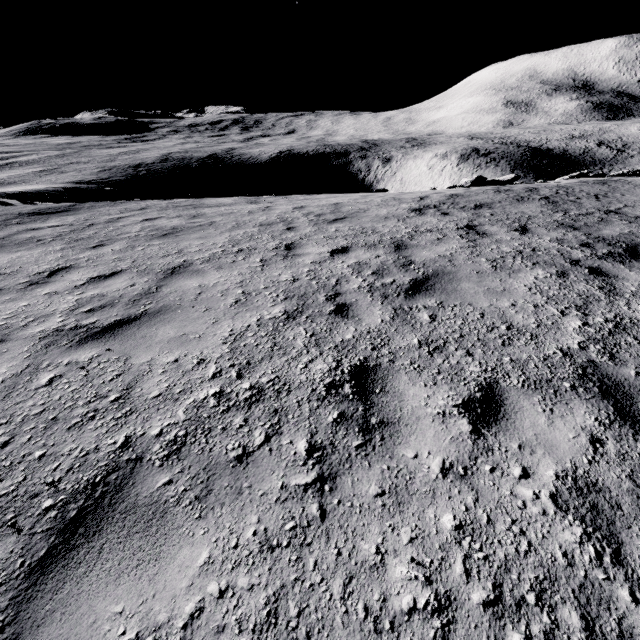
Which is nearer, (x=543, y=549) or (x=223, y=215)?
(x=543, y=549)

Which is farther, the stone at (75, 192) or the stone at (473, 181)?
the stone at (473, 181)

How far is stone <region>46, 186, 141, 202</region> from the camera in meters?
14.1 m

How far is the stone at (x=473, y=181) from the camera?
15.03m

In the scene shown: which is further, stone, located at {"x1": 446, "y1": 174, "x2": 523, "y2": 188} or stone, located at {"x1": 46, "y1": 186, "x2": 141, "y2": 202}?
stone, located at {"x1": 446, "y1": 174, "x2": 523, "y2": 188}

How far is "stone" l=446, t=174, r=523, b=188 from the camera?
15.03m
